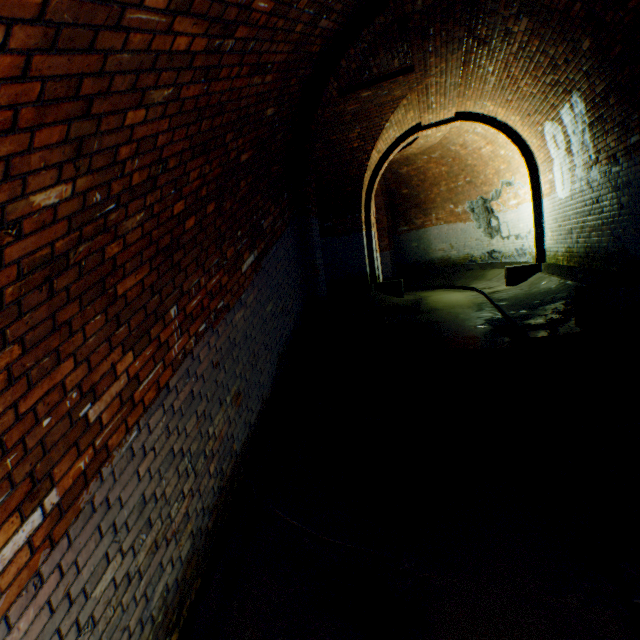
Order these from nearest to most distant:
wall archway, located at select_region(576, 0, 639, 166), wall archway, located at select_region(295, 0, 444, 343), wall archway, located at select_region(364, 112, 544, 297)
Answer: wall archway, located at select_region(576, 0, 639, 166), wall archway, located at select_region(295, 0, 444, 343), wall archway, located at select_region(364, 112, 544, 297)

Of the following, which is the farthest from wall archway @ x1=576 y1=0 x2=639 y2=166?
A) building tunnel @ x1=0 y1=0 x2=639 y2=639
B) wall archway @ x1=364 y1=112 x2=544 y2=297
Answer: wall archway @ x1=364 y1=112 x2=544 y2=297

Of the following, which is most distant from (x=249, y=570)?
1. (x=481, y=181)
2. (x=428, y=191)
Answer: (x=428, y=191)

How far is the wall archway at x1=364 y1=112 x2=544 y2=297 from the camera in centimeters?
802cm

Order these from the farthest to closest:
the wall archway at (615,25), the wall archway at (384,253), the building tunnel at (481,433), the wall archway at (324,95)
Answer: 1. the wall archway at (384,253)
2. the wall archway at (324,95)
3. the wall archway at (615,25)
4. the building tunnel at (481,433)

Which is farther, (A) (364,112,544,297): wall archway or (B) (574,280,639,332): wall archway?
(A) (364,112,544,297): wall archway

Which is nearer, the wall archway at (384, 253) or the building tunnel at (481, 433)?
the building tunnel at (481, 433)
